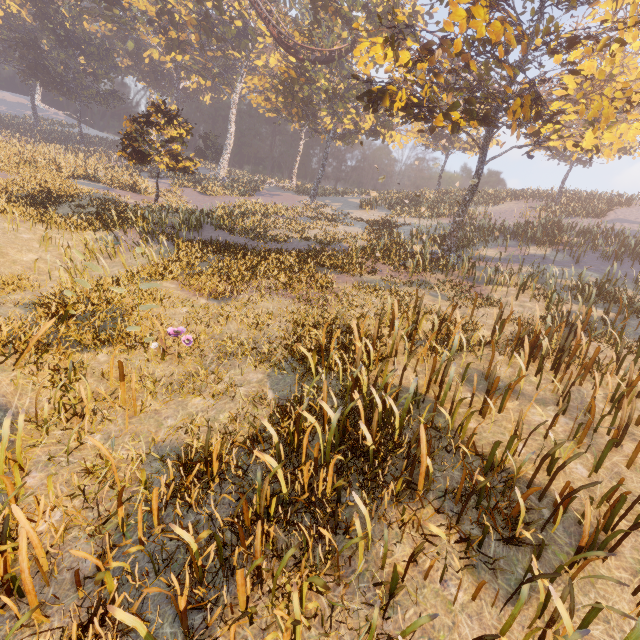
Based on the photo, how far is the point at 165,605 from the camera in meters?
3.4

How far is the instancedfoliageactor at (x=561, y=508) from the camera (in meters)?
3.80

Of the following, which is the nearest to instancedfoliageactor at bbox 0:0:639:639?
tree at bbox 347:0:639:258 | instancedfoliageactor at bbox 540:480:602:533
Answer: tree at bbox 347:0:639:258

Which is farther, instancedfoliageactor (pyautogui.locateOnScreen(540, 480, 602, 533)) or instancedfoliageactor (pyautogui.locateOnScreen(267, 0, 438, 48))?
instancedfoliageactor (pyautogui.locateOnScreen(267, 0, 438, 48))

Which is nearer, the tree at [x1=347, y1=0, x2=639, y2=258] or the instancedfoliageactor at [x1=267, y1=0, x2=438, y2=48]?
the tree at [x1=347, y1=0, x2=639, y2=258]

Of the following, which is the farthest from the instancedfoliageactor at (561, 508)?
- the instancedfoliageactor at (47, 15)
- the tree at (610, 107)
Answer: the instancedfoliageactor at (47, 15)

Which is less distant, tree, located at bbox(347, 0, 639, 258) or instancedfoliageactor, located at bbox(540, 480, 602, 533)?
instancedfoliageactor, located at bbox(540, 480, 602, 533)
